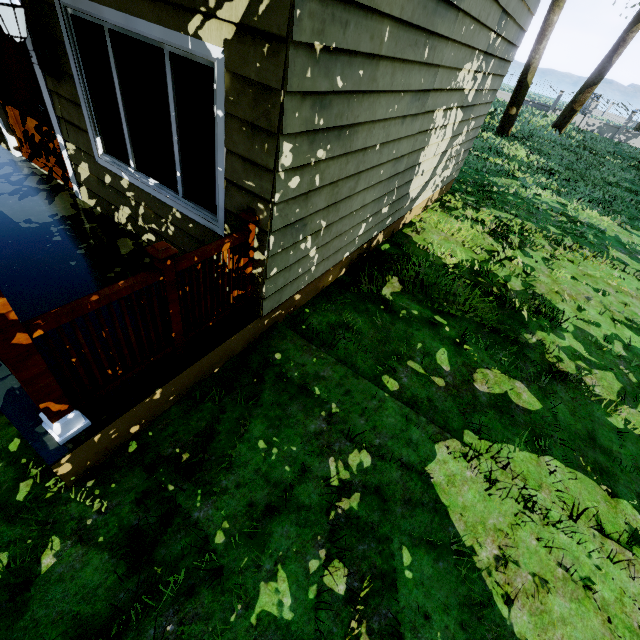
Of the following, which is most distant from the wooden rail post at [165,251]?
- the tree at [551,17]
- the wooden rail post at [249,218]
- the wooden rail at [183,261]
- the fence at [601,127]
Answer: the tree at [551,17]

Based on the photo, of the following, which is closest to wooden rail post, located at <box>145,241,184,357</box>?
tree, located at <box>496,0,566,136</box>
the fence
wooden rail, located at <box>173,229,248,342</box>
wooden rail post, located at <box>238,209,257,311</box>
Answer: wooden rail, located at <box>173,229,248,342</box>

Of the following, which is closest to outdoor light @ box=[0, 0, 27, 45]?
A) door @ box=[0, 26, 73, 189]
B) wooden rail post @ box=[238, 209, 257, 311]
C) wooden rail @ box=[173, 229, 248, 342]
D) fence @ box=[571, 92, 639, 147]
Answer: door @ box=[0, 26, 73, 189]

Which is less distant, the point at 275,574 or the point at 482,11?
the point at 275,574

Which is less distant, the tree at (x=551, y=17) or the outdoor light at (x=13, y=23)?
the outdoor light at (x=13, y=23)

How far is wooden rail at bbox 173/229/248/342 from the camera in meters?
2.4 m

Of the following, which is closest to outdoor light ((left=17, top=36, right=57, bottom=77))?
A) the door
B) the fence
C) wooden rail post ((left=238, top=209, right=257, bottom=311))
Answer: the door

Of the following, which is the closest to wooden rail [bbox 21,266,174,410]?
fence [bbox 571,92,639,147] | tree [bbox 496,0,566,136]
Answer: fence [bbox 571,92,639,147]
